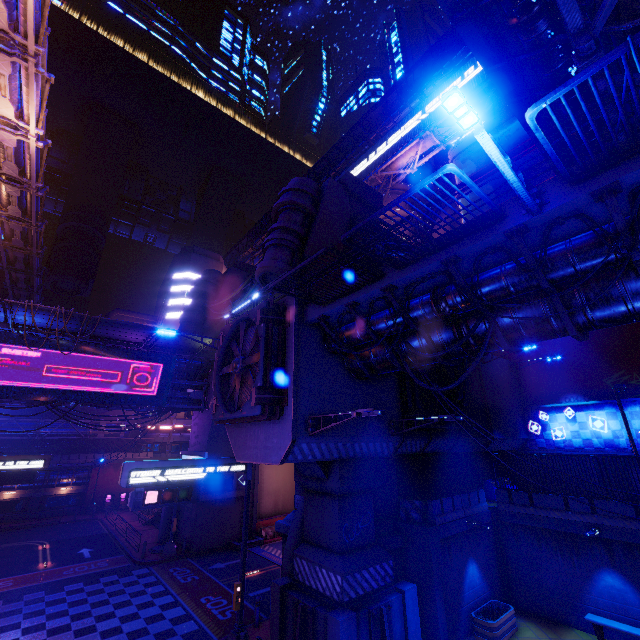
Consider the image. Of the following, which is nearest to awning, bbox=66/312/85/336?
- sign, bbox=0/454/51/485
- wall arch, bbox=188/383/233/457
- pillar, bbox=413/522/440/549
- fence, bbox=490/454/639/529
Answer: wall arch, bbox=188/383/233/457

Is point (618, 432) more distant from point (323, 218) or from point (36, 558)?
point (36, 558)

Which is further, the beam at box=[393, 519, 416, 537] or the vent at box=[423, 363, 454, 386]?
the vent at box=[423, 363, 454, 386]

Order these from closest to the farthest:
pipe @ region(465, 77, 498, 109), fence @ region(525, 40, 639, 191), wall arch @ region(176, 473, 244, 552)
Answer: fence @ region(525, 40, 639, 191) → wall arch @ region(176, 473, 244, 552) → pipe @ region(465, 77, 498, 109)

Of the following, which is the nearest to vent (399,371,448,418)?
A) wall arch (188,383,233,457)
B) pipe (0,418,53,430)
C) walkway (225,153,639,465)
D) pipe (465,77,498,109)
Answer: walkway (225,153,639,465)

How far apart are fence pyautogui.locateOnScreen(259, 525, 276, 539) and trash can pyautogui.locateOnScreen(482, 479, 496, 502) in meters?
18.1 m

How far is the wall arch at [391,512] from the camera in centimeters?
1386cm

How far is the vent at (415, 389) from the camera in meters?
16.2
